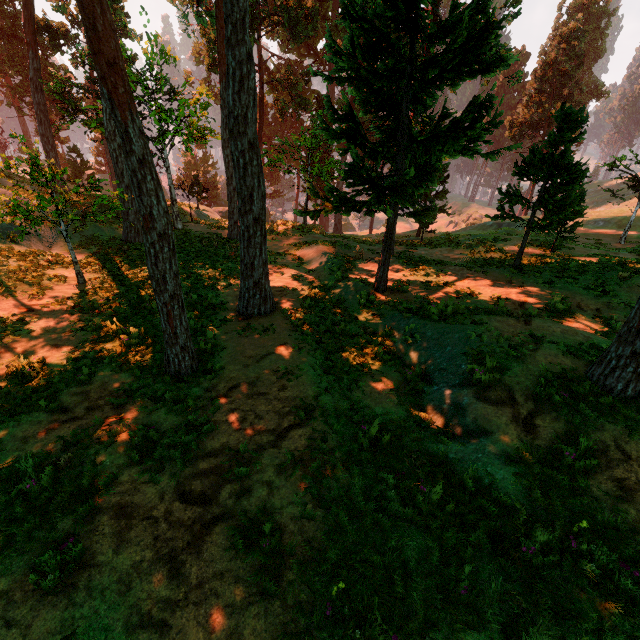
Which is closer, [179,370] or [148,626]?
[148,626]

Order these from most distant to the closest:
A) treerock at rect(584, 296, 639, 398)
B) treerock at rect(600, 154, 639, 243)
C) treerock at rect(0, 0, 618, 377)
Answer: treerock at rect(600, 154, 639, 243), treerock at rect(0, 0, 618, 377), treerock at rect(584, 296, 639, 398)

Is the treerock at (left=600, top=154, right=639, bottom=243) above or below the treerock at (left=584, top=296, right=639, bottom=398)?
above

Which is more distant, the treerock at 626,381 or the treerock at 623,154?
the treerock at 623,154

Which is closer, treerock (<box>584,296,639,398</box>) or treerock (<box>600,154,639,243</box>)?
treerock (<box>584,296,639,398</box>)
